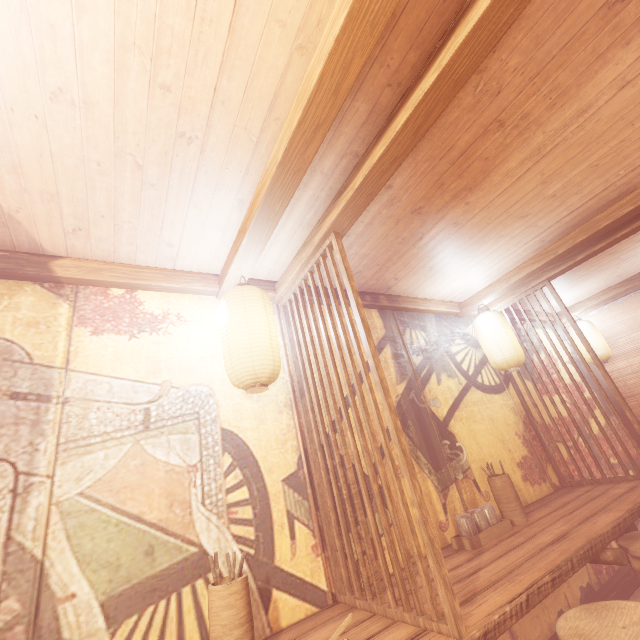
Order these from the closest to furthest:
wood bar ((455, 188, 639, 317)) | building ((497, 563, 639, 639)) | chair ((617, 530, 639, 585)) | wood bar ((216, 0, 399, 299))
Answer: wood bar ((216, 0, 399, 299)), chair ((617, 530, 639, 585)), building ((497, 563, 639, 639)), wood bar ((455, 188, 639, 317))

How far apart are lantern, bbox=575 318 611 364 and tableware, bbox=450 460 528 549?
6.15m

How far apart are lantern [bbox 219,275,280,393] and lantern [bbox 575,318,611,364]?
8.6 meters

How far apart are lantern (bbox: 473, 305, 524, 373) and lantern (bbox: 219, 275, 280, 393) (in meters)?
4.30

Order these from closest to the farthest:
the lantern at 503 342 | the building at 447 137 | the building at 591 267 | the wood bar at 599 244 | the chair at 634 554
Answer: the building at 447 137
the chair at 634 554
the wood bar at 599 244
the lantern at 503 342
the building at 591 267

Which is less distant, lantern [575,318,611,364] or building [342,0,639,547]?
building [342,0,639,547]

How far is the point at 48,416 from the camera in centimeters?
283cm

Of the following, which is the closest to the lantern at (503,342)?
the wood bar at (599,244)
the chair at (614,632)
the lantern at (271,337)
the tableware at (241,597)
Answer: the chair at (614,632)
